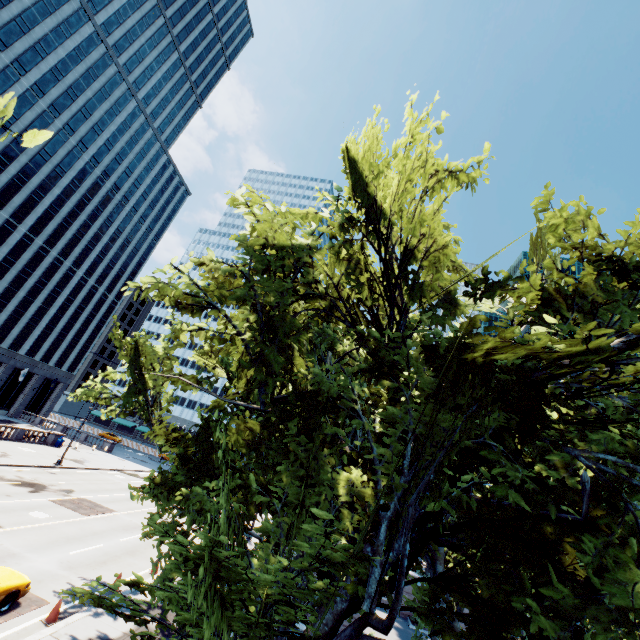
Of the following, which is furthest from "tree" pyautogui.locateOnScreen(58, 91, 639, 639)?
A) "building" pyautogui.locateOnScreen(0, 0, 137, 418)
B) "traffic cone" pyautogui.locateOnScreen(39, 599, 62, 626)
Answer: "building" pyautogui.locateOnScreen(0, 0, 137, 418)

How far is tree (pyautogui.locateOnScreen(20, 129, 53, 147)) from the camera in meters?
3.0 m

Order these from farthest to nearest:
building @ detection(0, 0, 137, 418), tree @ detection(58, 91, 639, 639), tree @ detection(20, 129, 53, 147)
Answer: building @ detection(0, 0, 137, 418), tree @ detection(58, 91, 639, 639), tree @ detection(20, 129, 53, 147)

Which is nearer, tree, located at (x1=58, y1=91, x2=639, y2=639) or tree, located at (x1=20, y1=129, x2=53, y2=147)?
tree, located at (x1=20, y1=129, x2=53, y2=147)

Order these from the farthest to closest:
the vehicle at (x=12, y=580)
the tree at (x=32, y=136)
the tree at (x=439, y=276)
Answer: the vehicle at (x=12, y=580) → the tree at (x=439, y=276) → the tree at (x=32, y=136)

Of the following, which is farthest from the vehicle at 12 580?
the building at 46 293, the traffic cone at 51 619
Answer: the building at 46 293

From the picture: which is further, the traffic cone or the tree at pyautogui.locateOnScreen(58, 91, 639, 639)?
the traffic cone

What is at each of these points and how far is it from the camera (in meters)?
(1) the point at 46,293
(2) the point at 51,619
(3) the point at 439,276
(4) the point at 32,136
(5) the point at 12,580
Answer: (1) building, 55.91
(2) traffic cone, 11.45
(3) tree, 5.50
(4) tree, 2.98
(5) vehicle, 11.51
